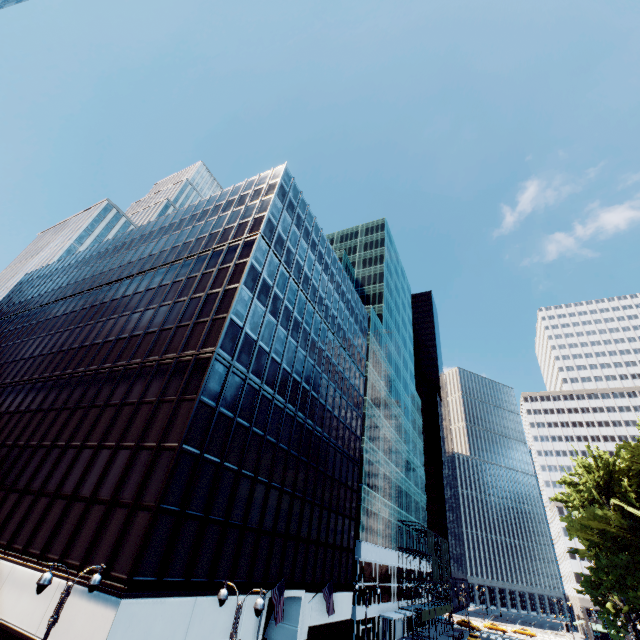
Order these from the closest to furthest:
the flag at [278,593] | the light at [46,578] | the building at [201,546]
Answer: the light at [46,578] → the building at [201,546] → the flag at [278,593]

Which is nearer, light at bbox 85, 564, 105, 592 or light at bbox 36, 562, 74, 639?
light at bbox 36, 562, 74, 639

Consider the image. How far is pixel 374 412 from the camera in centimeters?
5619cm

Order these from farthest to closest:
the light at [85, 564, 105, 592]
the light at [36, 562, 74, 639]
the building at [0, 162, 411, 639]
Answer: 1. the building at [0, 162, 411, 639]
2. the light at [85, 564, 105, 592]
3. the light at [36, 562, 74, 639]

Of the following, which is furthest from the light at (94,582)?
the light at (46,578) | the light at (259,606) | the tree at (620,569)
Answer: the tree at (620,569)

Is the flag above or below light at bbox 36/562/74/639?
below

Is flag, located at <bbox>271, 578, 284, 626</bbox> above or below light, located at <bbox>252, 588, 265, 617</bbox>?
below

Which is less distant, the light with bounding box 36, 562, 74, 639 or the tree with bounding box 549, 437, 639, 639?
the light with bounding box 36, 562, 74, 639
